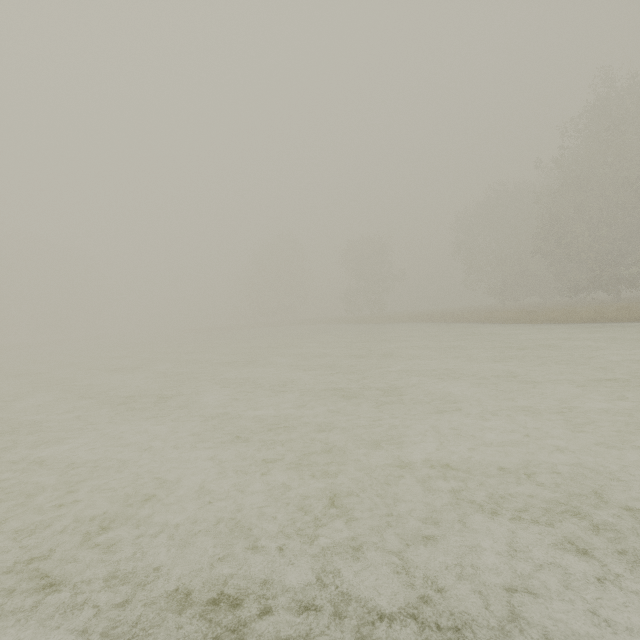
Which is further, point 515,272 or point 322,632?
point 515,272
